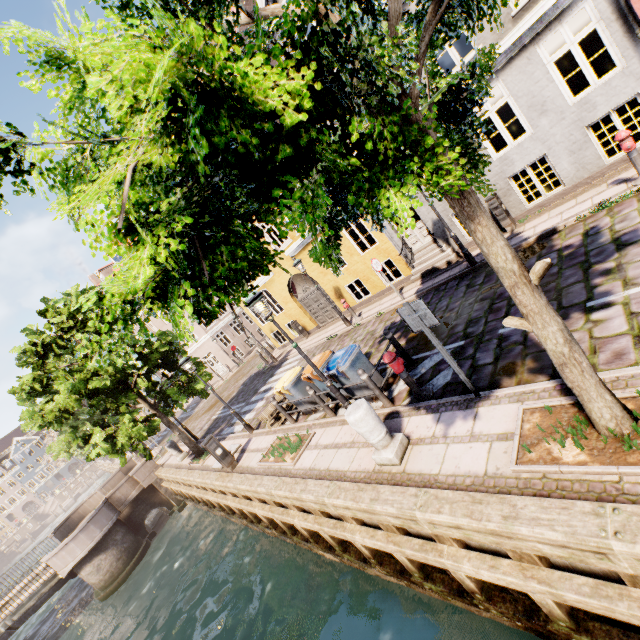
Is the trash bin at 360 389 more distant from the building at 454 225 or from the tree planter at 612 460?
the building at 454 225

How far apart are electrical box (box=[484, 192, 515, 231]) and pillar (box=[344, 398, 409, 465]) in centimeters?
810cm

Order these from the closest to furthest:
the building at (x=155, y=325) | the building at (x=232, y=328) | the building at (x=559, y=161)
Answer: the building at (x=559, y=161) → the building at (x=155, y=325) → the building at (x=232, y=328)

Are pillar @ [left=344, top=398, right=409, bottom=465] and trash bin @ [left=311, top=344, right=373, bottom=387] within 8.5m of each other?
yes

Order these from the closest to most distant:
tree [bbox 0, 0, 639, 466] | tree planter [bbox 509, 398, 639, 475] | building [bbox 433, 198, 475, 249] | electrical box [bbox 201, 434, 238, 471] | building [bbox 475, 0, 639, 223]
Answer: tree [bbox 0, 0, 639, 466] → tree planter [bbox 509, 398, 639, 475] → building [bbox 475, 0, 639, 223] → electrical box [bbox 201, 434, 238, 471] → building [bbox 433, 198, 475, 249]

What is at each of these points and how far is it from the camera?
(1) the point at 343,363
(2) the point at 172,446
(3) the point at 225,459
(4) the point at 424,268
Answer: (1) trash bin, 7.20m
(2) pillar, 15.64m
(3) electrical box, 9.96m
(4) building, 12.59m

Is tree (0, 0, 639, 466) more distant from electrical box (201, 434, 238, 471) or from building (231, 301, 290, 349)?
building (231, 301, 290, 349)

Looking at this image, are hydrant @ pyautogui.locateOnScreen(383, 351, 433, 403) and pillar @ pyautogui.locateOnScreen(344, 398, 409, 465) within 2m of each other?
yes
